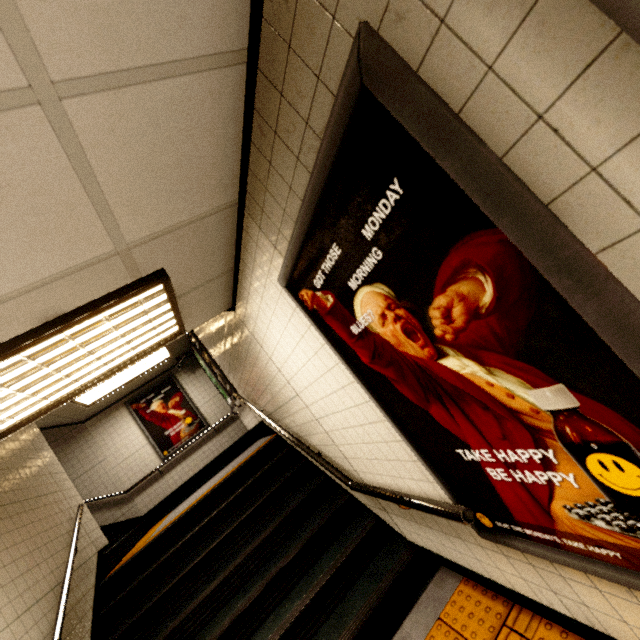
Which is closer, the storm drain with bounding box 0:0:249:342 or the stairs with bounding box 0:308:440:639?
the storm drain with bounding box 0:0:249:342

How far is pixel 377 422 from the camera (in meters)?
1.97

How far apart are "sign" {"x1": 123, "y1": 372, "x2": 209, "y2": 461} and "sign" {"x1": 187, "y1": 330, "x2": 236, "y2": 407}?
1.7 meters

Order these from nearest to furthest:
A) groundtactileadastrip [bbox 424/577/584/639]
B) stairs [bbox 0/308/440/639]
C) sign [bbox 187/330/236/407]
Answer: groundtactileadastrip [bbox 424/577/584/639]
stairs [bbox 0/308/440/639]
sign [bbox 187/330/236/407]

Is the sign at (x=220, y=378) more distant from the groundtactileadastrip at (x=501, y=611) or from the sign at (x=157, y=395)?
the groundtactileadastrip at (x=501, y=611)

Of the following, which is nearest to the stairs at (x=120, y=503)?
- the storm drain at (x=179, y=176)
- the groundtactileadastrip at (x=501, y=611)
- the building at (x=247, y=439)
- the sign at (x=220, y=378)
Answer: the building at (x=247, y=439)

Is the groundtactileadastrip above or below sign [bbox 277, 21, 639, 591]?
below

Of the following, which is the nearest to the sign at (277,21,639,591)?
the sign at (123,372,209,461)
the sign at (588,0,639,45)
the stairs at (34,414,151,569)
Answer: the sign at (588,0,639,45)
